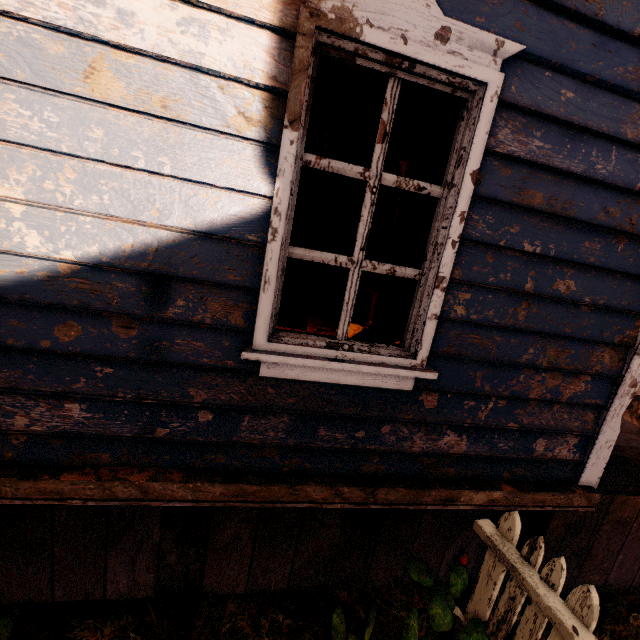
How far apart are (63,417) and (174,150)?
1.4 meters

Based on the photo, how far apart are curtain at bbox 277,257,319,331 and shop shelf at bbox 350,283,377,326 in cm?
321

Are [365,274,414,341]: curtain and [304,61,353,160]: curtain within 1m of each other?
yes

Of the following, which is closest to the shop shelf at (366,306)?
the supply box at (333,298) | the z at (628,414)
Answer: the supply box at (333,298)

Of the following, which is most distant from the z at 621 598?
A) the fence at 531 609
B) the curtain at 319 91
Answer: the curtain at 319 91

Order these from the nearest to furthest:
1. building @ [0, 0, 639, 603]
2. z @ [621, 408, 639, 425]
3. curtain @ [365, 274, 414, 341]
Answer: building @ [0, 0, 639, 603] < curtain @ [365, 274, 414, 341] < z @ [621, 408, 639, 425]

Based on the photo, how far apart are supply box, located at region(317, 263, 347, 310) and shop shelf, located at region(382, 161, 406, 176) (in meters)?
1.64

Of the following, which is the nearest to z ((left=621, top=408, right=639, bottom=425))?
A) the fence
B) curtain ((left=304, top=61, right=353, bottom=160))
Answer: the fence
